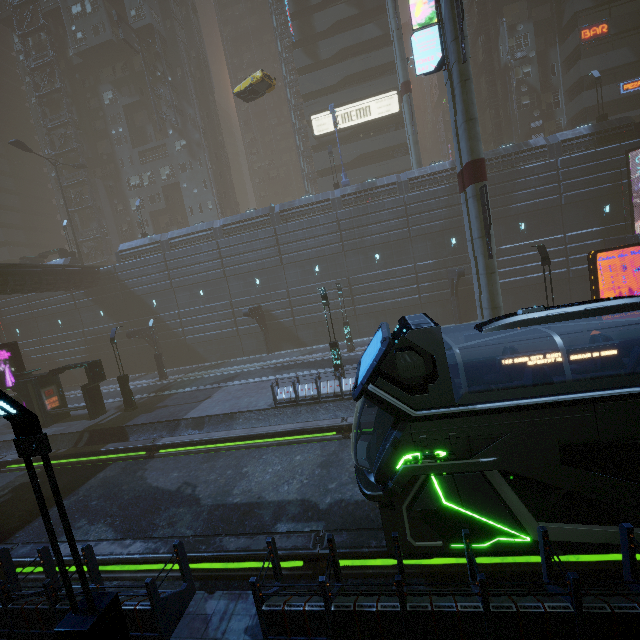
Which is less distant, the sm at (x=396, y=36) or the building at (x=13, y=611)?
the building at (x=13, y=611)

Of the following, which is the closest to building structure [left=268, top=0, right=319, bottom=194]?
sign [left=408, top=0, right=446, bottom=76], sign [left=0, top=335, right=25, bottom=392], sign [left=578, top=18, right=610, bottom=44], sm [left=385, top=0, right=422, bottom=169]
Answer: sign [left=408, top=0, right=446, bottom=76]

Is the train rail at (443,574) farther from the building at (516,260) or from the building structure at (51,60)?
the building structure at (51,60)

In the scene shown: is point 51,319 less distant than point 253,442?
No

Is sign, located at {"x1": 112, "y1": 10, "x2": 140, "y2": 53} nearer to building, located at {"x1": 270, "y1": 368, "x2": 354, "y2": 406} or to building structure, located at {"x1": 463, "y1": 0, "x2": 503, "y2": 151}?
building, located at {"x1": 270, "y1": 368, "x2": 354, "y2": 406}

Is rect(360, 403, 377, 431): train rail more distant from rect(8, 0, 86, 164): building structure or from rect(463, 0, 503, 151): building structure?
rect(463, 0, 503, 151): building structure

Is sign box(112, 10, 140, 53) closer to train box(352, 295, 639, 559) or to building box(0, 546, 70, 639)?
building box(0, 546, 70, 639)

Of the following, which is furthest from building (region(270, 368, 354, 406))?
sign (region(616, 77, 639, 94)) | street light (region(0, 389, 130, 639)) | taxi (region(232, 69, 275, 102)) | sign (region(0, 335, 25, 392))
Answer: taxi (region(232, 69, 275, 102))
